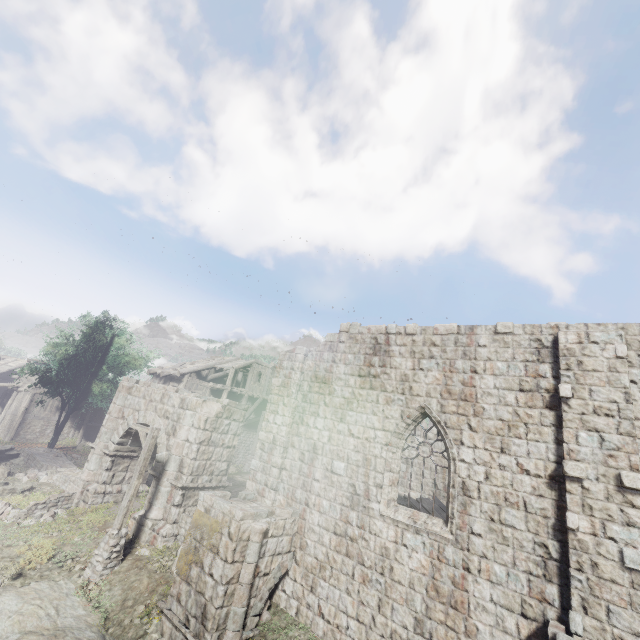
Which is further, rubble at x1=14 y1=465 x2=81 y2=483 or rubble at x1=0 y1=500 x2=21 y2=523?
rubble at x1=14 y1=465 x2=81 y2=483

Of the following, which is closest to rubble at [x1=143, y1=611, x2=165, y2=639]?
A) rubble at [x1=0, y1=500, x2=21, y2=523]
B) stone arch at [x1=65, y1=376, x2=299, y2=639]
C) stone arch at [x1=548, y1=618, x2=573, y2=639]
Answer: stone arch at [x1=65, y1=376, x2=299, y2=639]

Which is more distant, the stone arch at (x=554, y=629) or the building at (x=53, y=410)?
the building at (x=53, y=410)

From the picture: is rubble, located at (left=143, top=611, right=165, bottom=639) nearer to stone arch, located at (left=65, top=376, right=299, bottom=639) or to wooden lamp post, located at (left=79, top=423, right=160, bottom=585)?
stone arch, located at (left=65, top=376, right=299, bottom=639)

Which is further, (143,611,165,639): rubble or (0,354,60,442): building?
(0,354,60,442): building

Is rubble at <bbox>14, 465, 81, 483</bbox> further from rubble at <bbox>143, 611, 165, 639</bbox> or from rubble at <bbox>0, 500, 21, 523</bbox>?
rubble at <bbox>143, 611, 165, 639</bbox>

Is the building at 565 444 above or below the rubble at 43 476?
above

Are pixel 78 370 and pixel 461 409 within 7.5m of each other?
no
